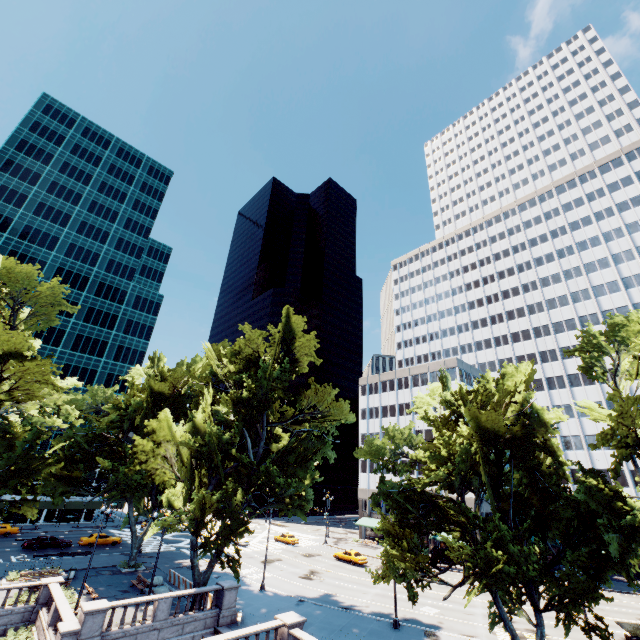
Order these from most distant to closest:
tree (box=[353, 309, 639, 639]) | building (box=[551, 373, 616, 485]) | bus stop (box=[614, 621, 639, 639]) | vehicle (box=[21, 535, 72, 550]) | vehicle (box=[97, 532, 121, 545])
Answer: building (box=[551, 373, 616, 485])
vehicle (box=[97, 532, 121, 545])
vehicle (box=[21, 535, 72, 550])
bus stop (box=[614, 621, 639, 639])
tree (box=[353, 309, 639, 639])

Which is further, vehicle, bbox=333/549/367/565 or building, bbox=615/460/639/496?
building, bbox=615/460/639/496

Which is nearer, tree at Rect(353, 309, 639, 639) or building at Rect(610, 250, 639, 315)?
tree at Rect(353, 309, 639, 639)

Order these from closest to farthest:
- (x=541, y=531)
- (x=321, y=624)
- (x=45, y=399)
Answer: (x=541, y=531) < (x=321, y=624) < (x=45, y=399)

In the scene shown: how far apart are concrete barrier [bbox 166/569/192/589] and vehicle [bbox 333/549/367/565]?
23.1 meters

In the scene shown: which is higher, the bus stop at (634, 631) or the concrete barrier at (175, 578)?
the bus stop at (634, 631)

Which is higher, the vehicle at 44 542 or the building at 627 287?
the building at 627 287

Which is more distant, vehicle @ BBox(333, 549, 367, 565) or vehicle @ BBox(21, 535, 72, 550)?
vehicle @ BBox(333, 549, 367, 565)
